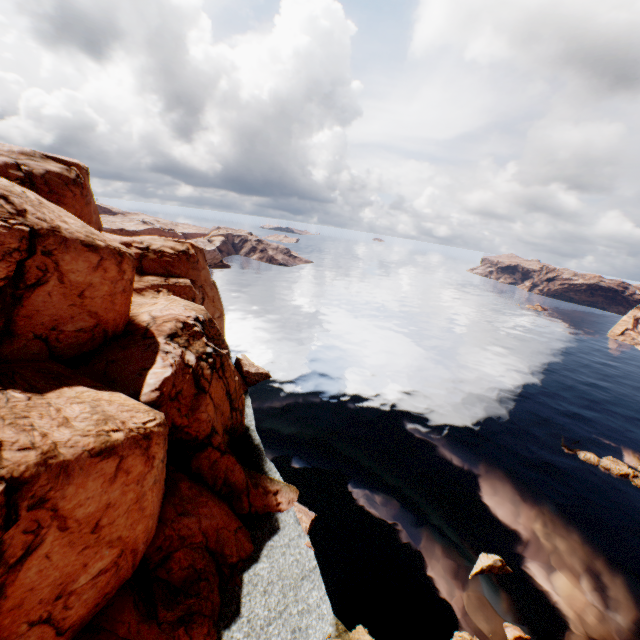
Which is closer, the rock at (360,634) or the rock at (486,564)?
the rock at (360,634)

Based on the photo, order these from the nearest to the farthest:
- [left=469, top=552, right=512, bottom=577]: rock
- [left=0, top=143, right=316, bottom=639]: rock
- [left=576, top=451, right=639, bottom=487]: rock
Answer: [left=0, top=143, right=316, bottom=639]: rock < [left=469, top=552, right=512, bottom=577]: rock < [left=576, top=451, right=639, bottom=487]: rock

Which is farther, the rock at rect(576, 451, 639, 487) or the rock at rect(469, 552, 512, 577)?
the rock at rect(576, 451, 639, 487)

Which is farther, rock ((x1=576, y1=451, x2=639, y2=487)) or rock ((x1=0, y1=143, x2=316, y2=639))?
rock ((x1=576, y1=451, x2=639, y2=487))

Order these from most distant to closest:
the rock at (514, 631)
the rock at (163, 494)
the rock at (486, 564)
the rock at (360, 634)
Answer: the rock at (486, 564), the rock at (514, 631), the rock at (360, 634), the rock at (163, 494)

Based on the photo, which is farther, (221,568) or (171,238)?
(171,238)
